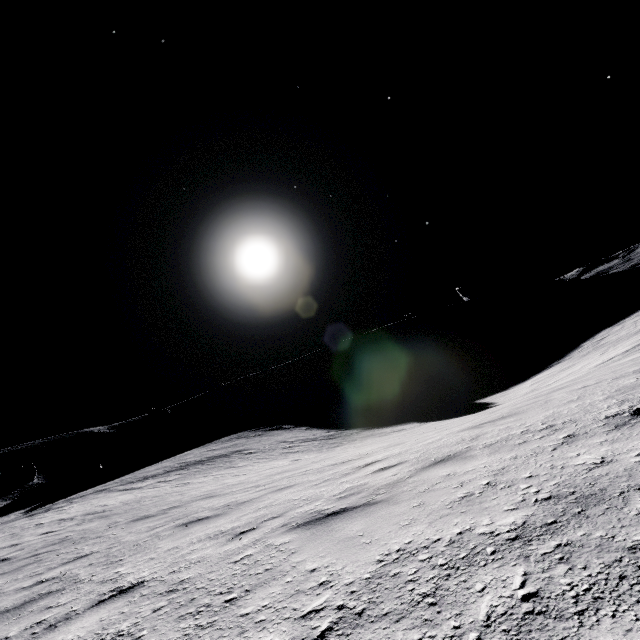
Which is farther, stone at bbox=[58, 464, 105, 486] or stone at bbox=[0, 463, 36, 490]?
stone at bbox=[58, 464, 105, 486]

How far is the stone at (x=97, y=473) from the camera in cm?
5116

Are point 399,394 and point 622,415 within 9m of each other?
no

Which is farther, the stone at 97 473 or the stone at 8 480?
the stone at 97 473

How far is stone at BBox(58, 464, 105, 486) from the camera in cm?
5116

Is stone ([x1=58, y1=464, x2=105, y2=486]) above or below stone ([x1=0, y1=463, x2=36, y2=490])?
below
